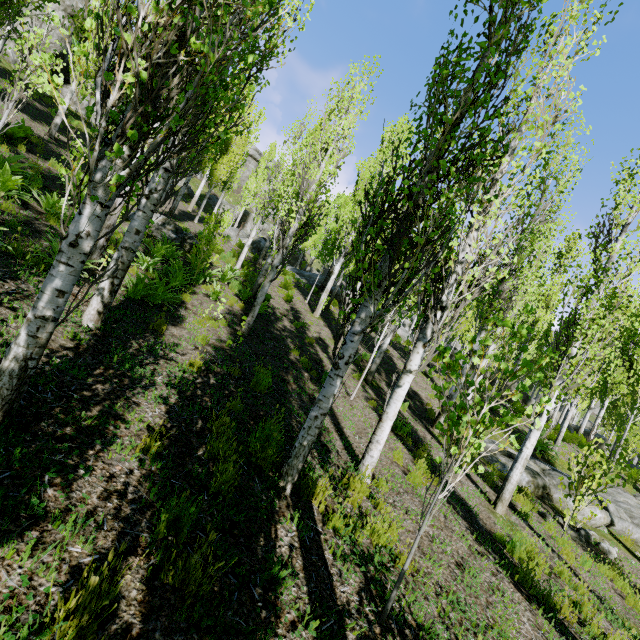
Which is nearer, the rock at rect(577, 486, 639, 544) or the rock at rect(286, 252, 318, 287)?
the rock at rect(577, 486, 639, 544)

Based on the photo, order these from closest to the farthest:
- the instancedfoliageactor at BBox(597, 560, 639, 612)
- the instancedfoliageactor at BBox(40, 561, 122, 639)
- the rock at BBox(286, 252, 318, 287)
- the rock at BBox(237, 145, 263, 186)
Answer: the instancedfoliageactor at BBox(40, 561, 122, 639) → the instancedfoliageactor at BBox(597, 560, 639, 612) → the rock at BBox(286, 252, 318, 287) → the rock at BBox(237, 145, 263, 186)

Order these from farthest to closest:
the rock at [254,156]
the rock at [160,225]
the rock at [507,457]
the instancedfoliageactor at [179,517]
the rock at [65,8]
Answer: the rock at [254,156]
the rock at [65,8]
the rock at [160,225]
the rock at [507,457]
the instancedfoliageactor at [179,517]

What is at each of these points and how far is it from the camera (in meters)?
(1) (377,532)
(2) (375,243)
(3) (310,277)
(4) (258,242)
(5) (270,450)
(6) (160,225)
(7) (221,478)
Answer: (1) instancedfoliageactor, 3.88
(2) instancedfoliageactor, 3.66
(3) rock, 30.33
(4) rock, 27.78
(5) instancedfoliageactor, 4.16
(6) rock, 13.45
(7) instancedfoliageactor, 3.24

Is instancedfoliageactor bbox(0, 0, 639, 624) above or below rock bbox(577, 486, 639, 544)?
above

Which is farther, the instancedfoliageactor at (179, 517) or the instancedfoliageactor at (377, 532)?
the instancedfoliageactor at (377, 532)

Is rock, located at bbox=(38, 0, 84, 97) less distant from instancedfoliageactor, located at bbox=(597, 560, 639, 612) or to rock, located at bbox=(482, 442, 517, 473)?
instancedfoliageactor, located at bbox=(597, 560, 639, 612)

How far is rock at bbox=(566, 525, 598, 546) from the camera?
8.2m
